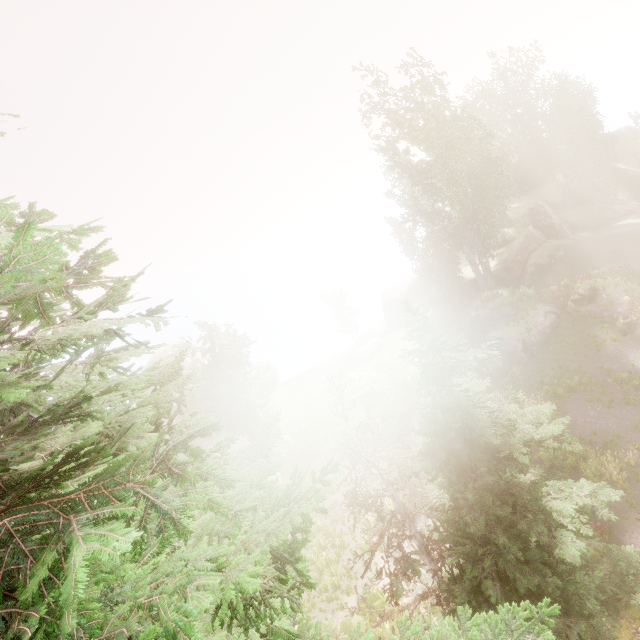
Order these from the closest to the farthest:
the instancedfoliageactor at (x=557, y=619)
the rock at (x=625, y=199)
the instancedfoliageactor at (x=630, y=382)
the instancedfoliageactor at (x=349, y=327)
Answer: the instancedfoliageactor at (x=557, y=619)
the instancedfoliageactor at (x=630, y=382)
the rock at (x=625, y=199)
the instancedfoliageactor at (x=349, y=327)

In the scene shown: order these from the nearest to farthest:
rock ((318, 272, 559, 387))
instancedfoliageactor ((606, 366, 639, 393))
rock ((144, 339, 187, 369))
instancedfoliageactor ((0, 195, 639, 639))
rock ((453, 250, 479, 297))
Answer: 1. instancedfoliageactor ((0, 195, 639, 639))
2. instancedfoliageactor ((606, 366, 639, 393))
3. rock ((318, 272, 559, 387))
4. rock ((453, 250, 479, 297))
5. rock ((144, 339, 187, 369))

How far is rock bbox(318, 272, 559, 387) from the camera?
25.0 meters

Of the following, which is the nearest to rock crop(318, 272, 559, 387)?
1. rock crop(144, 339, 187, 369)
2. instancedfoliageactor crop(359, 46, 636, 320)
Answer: instancedfoliageactor crop(359, 46, 636, 320)

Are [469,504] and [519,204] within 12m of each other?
no

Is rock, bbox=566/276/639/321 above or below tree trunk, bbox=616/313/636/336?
above

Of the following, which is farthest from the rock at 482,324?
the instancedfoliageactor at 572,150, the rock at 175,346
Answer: the rock at 175,346
